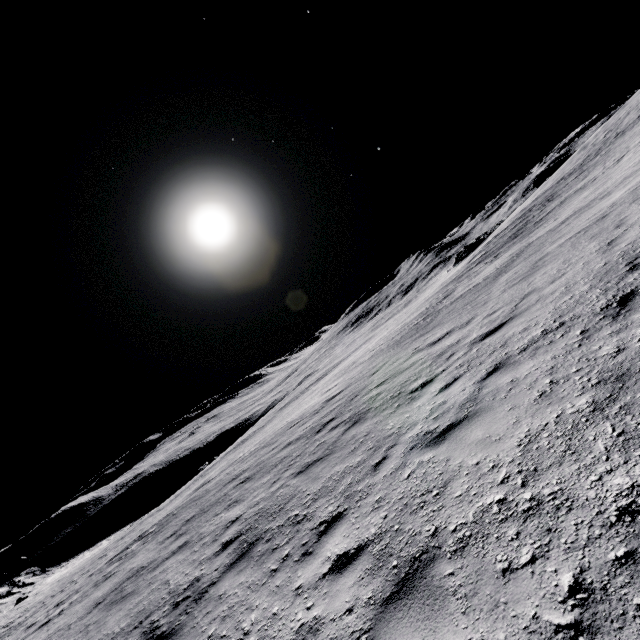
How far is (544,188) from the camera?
44.2m
